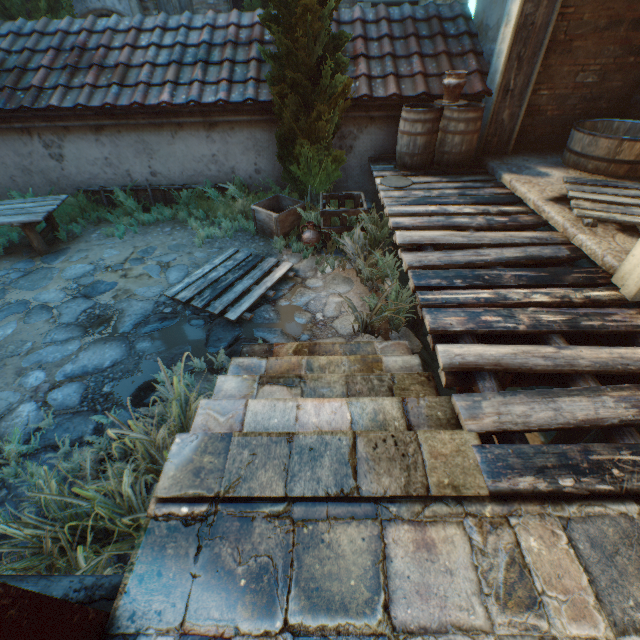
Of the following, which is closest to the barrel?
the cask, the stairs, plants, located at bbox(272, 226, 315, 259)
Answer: the cask

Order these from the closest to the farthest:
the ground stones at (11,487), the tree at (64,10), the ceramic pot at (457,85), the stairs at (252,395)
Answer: the stairs at (252,395) < the ground stones at (11,487) < the ceramic pot at (457,85) < the tree at (64,10)

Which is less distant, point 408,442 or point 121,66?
point 408,442

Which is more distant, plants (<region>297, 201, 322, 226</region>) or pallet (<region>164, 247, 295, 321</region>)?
plants (<region>297, 201, 322, 226</region>)

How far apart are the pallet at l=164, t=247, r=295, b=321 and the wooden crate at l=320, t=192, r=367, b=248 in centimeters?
81cm

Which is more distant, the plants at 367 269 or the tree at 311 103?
the tree at 311 103

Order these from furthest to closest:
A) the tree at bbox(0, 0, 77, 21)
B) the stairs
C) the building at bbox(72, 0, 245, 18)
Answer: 1. the building at bbox(72, 0, 245, 18)
2. the tree at bbox(0, 0, 77, 21)
3. the stairs

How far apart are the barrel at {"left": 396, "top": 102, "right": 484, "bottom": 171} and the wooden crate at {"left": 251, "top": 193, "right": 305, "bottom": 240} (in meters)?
1.88
